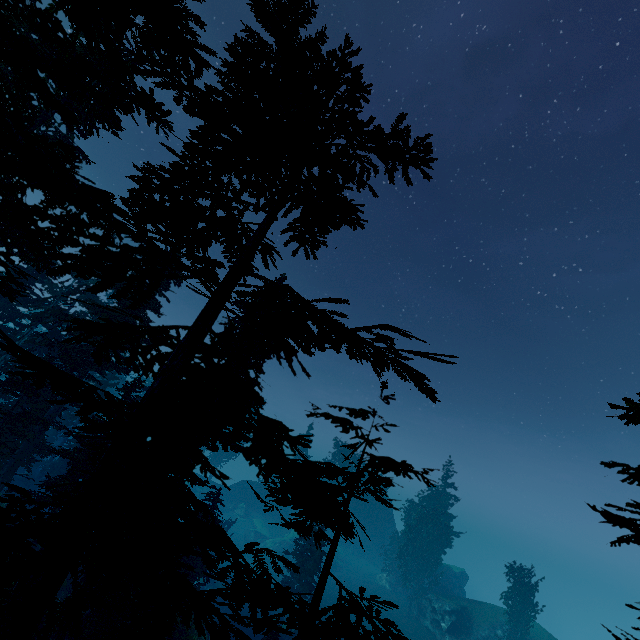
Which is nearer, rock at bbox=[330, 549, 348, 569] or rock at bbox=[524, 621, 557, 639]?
rock at bbox=[524, 621, 557, 639]

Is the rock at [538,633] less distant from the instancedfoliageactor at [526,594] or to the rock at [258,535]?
the instancedfoliageactor at [526,594]

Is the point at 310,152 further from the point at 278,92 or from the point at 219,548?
the point at 219,548

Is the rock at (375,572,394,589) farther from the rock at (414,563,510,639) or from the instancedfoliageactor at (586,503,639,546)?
the rock at (414,563,510,639)

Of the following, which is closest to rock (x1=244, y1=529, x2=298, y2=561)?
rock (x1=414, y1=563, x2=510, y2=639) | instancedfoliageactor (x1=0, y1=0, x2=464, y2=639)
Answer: instancedfoliageactor (x1=0, y1=0, x2=464, y2=639)

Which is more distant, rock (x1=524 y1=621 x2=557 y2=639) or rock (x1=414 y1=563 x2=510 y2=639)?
rock (x1=524 y1=621 x2=557 y2=639)

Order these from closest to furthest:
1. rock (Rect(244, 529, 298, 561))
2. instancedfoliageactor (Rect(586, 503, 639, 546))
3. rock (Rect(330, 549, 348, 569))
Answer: instancedfoliageactor (Rect(586, 503, 639, 546)), rock (Rect(244, 529, 298, 561)), rock (Rect(330, 549, 348, 569))

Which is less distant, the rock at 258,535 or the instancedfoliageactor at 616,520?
the instancedfoliageactor at 616,520
